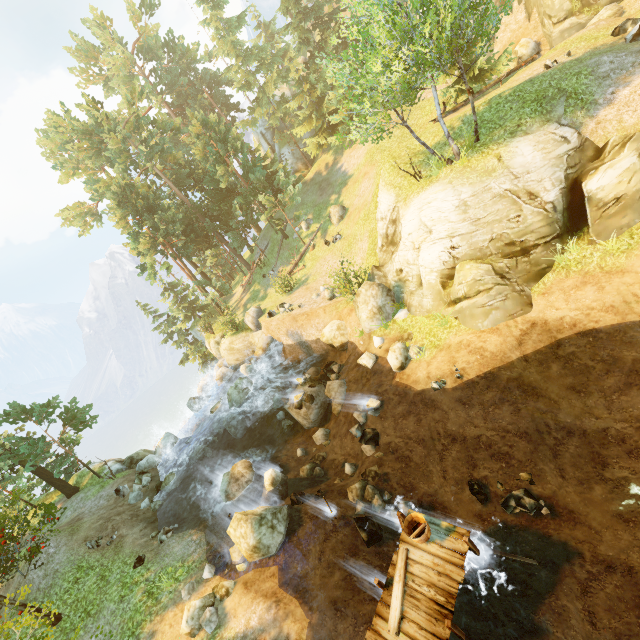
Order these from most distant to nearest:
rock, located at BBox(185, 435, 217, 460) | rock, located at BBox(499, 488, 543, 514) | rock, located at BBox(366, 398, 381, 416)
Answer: rock, located at BBox(185, 435, 217, 460), rock, located at BBox(366, 398, 381, 416), rock, located at BBox(499, 488, 543, 514)

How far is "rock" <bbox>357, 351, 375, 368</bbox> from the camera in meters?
17.2 m

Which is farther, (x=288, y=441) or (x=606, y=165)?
(x=288, y=441)

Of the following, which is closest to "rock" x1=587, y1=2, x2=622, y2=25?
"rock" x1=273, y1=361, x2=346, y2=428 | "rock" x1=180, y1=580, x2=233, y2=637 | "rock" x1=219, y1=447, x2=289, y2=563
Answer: "rock" x1=273, y1=361, x2=346, y2=428

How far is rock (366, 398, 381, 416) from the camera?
14.70m

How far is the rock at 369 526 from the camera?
11.0m

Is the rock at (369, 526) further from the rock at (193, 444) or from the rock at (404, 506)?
the rock at (193, 444)

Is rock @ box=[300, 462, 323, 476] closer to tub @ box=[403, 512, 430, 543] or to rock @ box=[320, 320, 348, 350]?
rock @ box=[320, 320, 348, 350]
